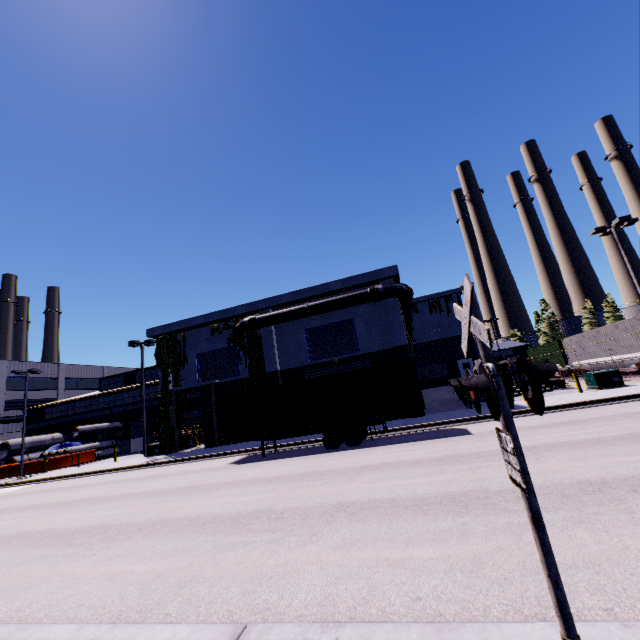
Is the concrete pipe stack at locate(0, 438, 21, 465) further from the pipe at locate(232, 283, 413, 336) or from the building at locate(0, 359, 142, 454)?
the pipe at locate(232, 283, 413, 336)

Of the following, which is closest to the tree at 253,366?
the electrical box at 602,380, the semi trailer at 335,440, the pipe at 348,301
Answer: the pipe at 348,301

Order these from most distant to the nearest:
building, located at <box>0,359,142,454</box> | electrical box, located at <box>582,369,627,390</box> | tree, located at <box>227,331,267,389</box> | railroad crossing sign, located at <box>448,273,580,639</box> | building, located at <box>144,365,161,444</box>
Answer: building, located at <box>0,359,142,454</box> < building, located at <box>144,365,161,444</box> < tree, located at <box>227,331,267,389</box> < electrical box, located at <box>582,369,627,390</box> < railroad crossing sign, located at <box>448,273,580,639</box>

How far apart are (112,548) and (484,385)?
8.8 meters

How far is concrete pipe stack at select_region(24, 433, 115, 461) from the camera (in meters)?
34.03

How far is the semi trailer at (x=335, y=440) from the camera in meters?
15.7

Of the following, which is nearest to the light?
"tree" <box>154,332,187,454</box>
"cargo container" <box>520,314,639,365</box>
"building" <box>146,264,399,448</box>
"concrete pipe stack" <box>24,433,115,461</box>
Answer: "cargo container" <box>520,314,639,365</box>

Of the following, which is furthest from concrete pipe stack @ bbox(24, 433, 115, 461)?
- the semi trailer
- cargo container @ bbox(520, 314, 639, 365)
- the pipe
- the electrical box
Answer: the electrical box
